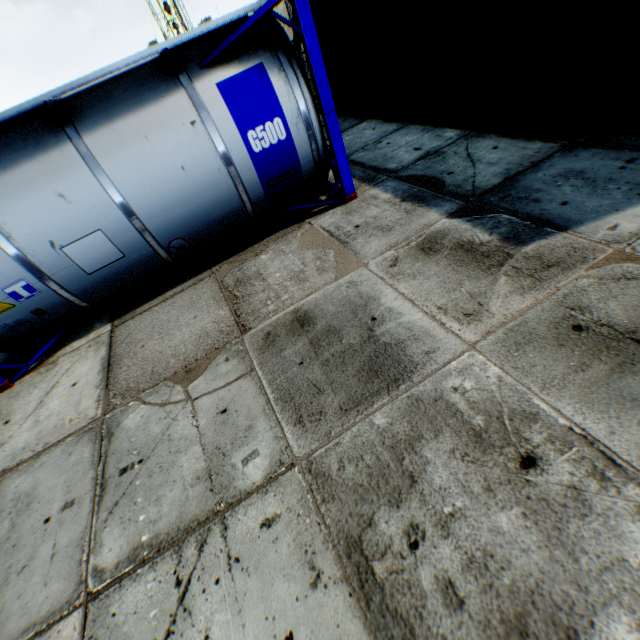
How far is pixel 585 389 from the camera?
2.51m
